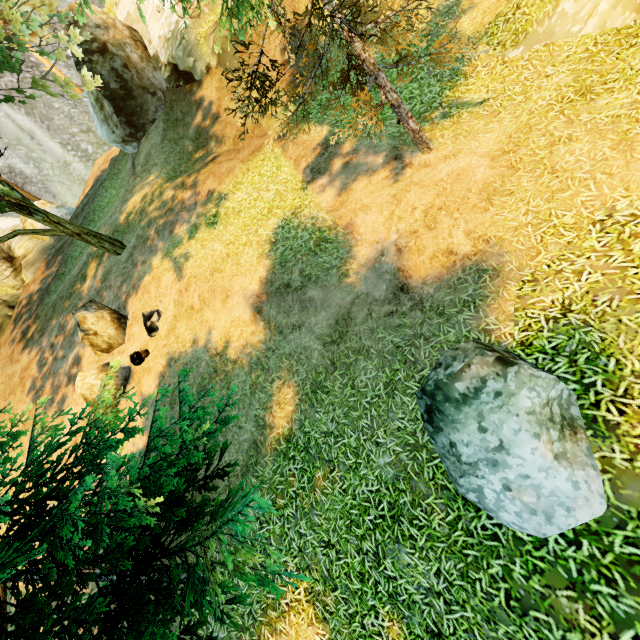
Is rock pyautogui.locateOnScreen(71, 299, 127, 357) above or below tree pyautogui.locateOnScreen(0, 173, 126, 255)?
below

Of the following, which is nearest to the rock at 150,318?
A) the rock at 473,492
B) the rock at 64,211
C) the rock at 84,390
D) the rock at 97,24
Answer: the rock at 84,390

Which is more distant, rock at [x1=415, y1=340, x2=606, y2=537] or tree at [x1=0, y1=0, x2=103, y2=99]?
tree at [x1=0, y1=0, x2=103, y2=99]

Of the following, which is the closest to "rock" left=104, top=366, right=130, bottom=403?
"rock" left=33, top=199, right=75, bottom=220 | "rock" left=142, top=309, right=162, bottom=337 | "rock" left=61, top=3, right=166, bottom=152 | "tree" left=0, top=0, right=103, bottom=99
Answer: "rock" left=142, top=309, right=162, bottom=337

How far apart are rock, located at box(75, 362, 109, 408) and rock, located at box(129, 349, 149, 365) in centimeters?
14cm

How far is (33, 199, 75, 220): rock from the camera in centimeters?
2131cm

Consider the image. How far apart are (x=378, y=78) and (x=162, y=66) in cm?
1568

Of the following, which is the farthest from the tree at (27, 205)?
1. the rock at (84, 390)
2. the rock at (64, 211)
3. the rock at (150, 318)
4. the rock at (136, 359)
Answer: the rock at (64, 211)
